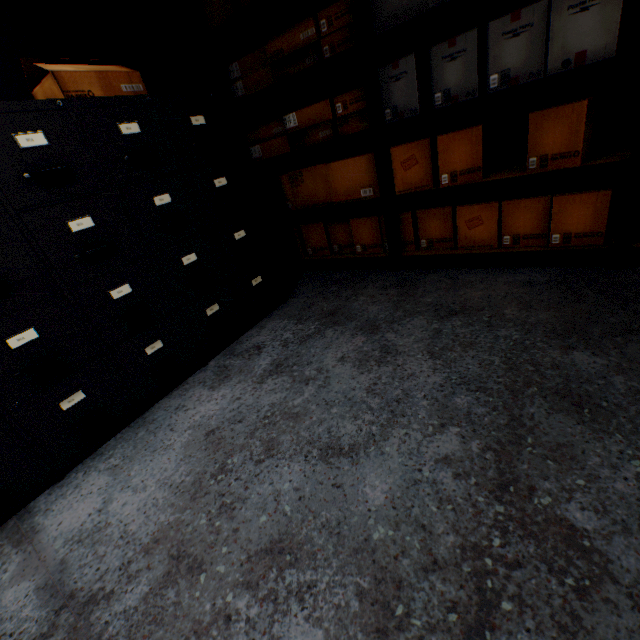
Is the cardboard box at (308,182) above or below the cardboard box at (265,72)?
below

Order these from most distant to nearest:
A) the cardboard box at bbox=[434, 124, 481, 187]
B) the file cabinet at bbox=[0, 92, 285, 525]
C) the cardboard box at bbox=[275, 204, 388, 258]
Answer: the cardboard box at bbox=[275, 204, 388, 258] < the cardboard box at bbox=[434, 124, 481, 187] < the file cabinet at bbox=[0, 92, 285, 525]

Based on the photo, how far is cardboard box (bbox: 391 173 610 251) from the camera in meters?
1.7 m

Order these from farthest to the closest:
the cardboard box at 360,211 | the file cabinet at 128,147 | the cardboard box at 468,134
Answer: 1. the cardboard box at 360,211
2. the cardboard box at 468,134
3. the file cabinet at 128,147

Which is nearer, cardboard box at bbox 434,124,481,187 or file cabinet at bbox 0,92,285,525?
file cabinet at bbox 0,92,285,525

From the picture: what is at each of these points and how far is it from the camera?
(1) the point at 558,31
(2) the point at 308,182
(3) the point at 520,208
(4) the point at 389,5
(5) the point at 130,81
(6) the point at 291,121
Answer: (1) cardboard box, 1.39m
(2) cardboard box, 2.48m
(3) cardboard box, 1.84m
(4) cardboard box, 1.70m
(5) cardboard box, 1.52m
(6) cardboard box, 2.26m

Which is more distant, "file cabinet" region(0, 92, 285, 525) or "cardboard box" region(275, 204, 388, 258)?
"cardboard box" region(275, 204, 388, 258)

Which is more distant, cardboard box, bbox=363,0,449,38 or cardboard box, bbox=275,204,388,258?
cardboard box, bbox=275,204,388,258
